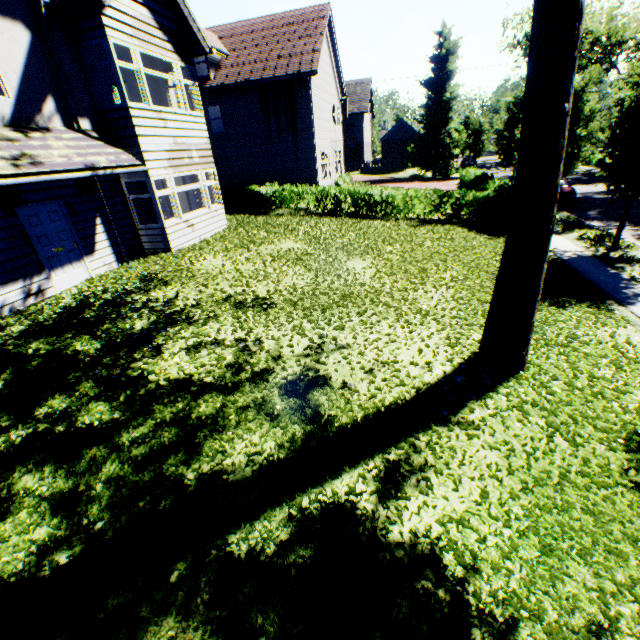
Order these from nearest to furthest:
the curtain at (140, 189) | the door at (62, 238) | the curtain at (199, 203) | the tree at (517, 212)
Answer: the tree at (517, 212), the door at (62, 238), the curtain at (140, 189), the curtain at (199, 203)

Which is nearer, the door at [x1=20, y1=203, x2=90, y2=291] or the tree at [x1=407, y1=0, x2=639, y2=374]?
the tree at [x1=407, y1=0, x2=639, y2=374]

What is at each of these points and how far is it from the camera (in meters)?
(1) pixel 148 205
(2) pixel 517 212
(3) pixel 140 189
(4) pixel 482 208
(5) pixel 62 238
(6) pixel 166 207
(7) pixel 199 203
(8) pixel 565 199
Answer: (1) curtain, 11.12
(2) tree, 4.96
(3) curtain, 10.93
(4) hedge, 16.62
(5) door, 8.86
(6) curtain, 11.58
(7) curtain, 13.54
(8) car, 19.34

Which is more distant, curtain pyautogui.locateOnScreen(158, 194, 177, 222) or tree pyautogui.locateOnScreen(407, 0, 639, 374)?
curtain pyautogui.locateOnScreen(158, 194, 177, 222)

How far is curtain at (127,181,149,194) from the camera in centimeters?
1080cm

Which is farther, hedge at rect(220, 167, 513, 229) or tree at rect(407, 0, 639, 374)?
hedge at rect(220, 167, 513, 229)

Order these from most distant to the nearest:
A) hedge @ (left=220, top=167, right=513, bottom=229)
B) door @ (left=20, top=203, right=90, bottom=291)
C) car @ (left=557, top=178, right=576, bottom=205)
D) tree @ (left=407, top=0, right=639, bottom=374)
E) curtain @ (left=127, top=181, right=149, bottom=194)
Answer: car @ (left=557, top=178, right=576, bottom=205) → hedge @ (left=220, top=167, right=513, bottom=229) → curtain @ (left=127, top=181, right=149, bottom=194) → door @ (left=20, top=203, right=90, bottom=291) → tree @ (left=407, top=0, right=639, bottom=374)

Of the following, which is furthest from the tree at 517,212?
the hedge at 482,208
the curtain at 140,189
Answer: Answer: the curtain at 140,189
